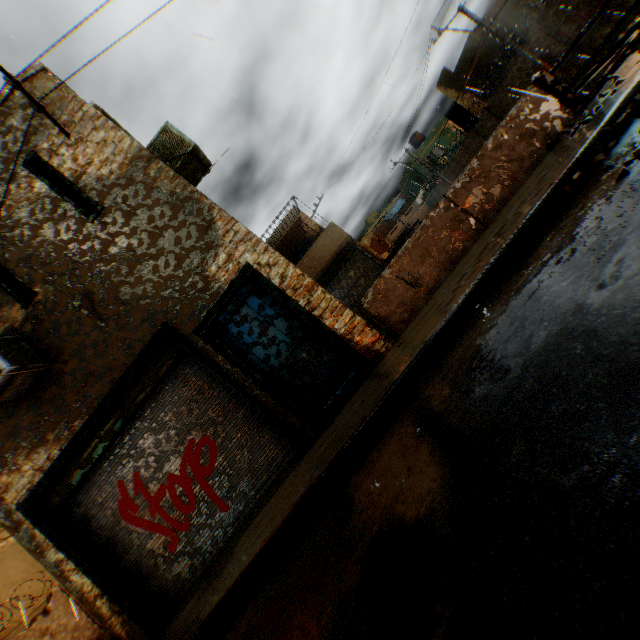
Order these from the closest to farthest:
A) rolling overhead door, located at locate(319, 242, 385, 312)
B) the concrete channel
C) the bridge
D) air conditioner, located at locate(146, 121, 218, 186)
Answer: the bridge < air conditioner, located at locate(146, 121, 218, 186) < the concrete channel < rolling overhead door, located at locate(319, 242, 385, 312)

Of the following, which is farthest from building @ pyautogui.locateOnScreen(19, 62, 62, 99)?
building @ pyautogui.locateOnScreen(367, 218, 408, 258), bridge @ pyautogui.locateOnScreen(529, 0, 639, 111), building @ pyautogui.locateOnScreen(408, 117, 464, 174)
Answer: building @ pyautogui.locateOnScreen(367, 218, 408, 258)

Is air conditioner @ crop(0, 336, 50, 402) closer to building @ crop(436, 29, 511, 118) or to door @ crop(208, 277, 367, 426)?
building @ crop(436, 29, 511, 118)

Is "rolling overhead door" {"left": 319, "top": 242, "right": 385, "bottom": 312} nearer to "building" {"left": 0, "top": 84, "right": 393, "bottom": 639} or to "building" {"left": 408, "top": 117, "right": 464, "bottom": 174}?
"building" {"left": 0, "top": 84, "right": 393, "bottom": 639}

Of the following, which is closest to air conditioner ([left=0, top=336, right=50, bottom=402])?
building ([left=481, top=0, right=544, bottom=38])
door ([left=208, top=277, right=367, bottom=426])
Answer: building ([left=481, top=0, right=544, bottom=38])

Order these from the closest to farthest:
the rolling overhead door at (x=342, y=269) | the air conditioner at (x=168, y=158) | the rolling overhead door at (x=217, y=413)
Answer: the rolling overhead door at (x=217, y=413) → the air conditioner at (x=168, y=158) → the rolling overhead door at (x=342, y=269)

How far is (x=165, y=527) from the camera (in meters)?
5.88

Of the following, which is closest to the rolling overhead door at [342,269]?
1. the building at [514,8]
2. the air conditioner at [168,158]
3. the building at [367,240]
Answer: the building at [514,8]
